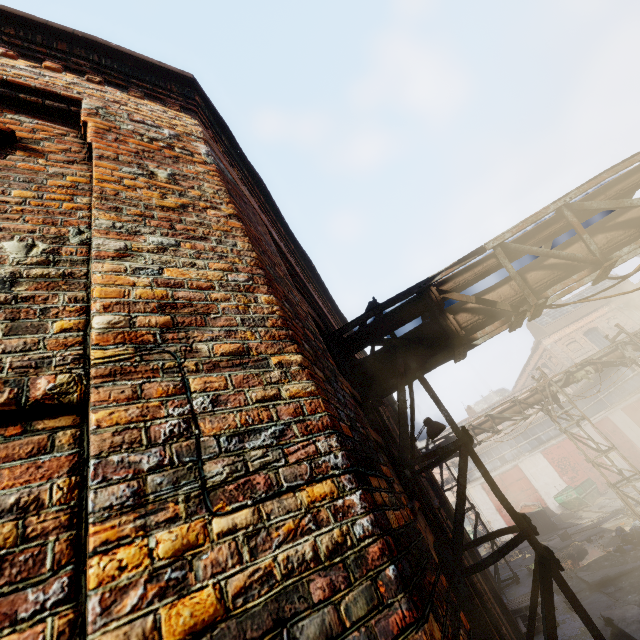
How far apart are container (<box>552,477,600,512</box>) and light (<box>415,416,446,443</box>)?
24.96m

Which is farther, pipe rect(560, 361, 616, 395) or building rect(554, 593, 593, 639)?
pipe rect(560, 361, 616, 395)

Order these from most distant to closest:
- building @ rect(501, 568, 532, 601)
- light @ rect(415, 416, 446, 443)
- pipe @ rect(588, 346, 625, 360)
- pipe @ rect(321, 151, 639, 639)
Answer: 1. pipe @ rect(588, 346, 625, 360)
2. building @ rect(501, 568, 532, 601)
3. light @ rect(415, 416, 446, 443)
4. pipe @ rect(321, 151, 639, 639)

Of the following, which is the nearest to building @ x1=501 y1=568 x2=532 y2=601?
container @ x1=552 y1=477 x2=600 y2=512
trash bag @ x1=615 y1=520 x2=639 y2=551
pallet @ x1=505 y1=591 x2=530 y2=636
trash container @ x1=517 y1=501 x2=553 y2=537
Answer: pallet @ x1=505 y1=591 x2=530 y2=636

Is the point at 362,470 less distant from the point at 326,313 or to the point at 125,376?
the point at 125,376

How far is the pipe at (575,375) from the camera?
14.0 meters

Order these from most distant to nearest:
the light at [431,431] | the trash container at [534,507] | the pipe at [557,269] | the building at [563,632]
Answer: the trash container at [534,507]
the building at [563,632]
the light at [431,431]
the pipe at [557,269]

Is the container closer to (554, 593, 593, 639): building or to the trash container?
the trash container
